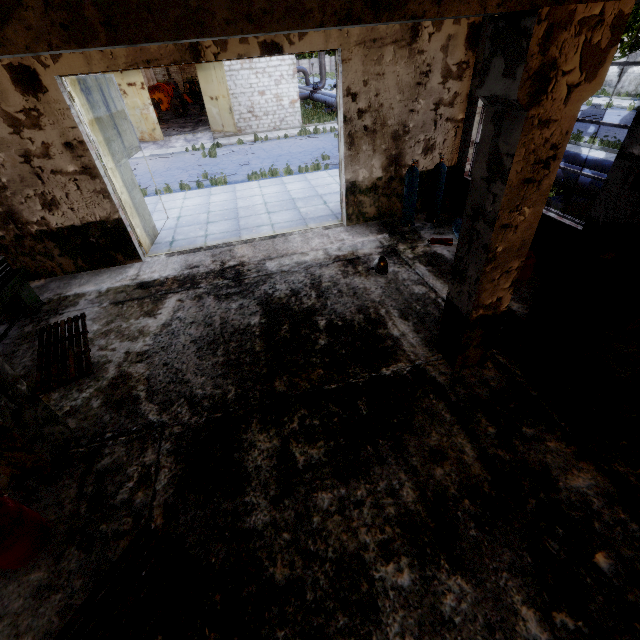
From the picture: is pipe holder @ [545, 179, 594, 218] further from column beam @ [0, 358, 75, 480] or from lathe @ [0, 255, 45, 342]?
lathe @ [0, 255, 45, 342]

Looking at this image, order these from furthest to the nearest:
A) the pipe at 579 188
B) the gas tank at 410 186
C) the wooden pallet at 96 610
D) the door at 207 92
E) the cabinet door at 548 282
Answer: the door at 207 92, the gas tank at 410 186, the pipe at 579 188, the cabinet door at 548 282, the wooden pallet at 96 610

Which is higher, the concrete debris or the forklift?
the forklift

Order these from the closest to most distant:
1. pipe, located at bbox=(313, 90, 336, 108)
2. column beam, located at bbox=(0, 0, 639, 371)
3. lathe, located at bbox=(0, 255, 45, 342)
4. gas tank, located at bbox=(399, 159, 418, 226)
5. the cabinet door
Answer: column beam, located at bbox=(0, 0, 639, 371), the cabinet door, lathe, located at bbox=(0, 255, 45, 342), gas tank, located at bbox=(399, 159, 418, 226), pipe, located at bbox=(313, 90, 336, 108)

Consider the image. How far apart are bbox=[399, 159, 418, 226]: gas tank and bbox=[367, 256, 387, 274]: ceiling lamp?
2.3 meters

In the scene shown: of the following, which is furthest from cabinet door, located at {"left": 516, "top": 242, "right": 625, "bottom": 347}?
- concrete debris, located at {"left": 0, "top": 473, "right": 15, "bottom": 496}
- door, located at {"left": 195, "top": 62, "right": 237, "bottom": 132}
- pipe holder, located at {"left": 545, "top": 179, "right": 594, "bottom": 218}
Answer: door, located at {"left": 195, "top": 62, "right": 237, "bottom": 132}

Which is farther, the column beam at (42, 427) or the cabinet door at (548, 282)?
the cabinet door at (548, 282)

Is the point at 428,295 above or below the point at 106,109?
below
